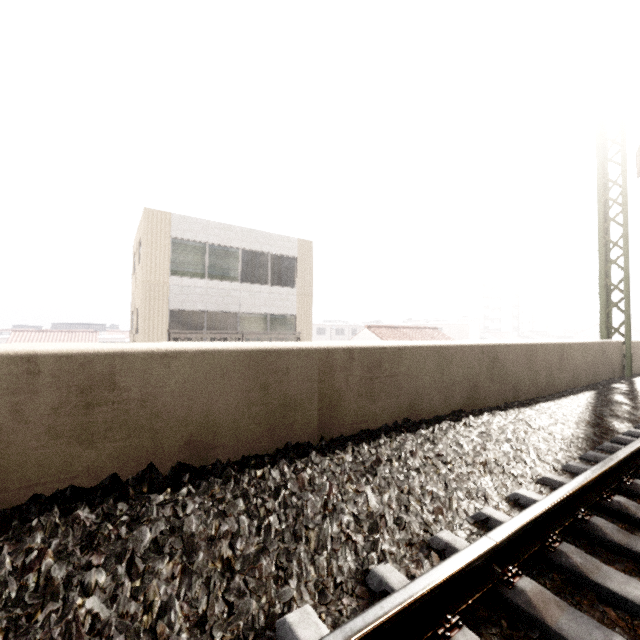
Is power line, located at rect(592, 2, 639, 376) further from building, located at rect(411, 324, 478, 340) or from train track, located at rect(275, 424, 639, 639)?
building, located at rect(411, 324, 478, 340)

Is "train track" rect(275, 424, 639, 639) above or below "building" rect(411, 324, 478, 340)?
below

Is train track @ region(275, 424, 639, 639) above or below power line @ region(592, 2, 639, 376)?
below

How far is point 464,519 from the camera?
2.2m

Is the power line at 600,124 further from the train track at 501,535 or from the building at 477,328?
the building at 477,328

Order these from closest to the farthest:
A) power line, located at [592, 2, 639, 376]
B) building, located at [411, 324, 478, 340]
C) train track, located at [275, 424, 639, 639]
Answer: train track, located at [275, 424, 639, 639] < power line, located at [592, 2, 639, 376] < building, located at [411, 324, 478, 340]

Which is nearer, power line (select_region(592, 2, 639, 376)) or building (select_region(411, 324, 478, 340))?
power line (select_region(592, 2, 639, 376))

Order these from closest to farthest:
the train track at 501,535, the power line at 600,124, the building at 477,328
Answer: the train track at 501,535, the power line at 600,124, the building at 477,328
